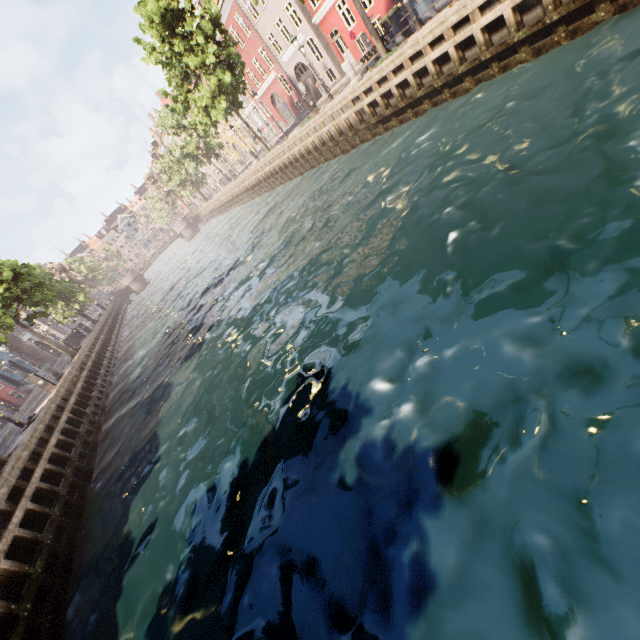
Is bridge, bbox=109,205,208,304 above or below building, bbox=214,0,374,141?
below

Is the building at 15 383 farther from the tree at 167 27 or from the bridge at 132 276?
the bridge at 132 276

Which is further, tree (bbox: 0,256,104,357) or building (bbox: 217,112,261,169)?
building (bbox: 217,112,261,169)

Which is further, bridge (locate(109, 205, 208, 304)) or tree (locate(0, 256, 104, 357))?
bridge (locate(109, 205, 208, 304))

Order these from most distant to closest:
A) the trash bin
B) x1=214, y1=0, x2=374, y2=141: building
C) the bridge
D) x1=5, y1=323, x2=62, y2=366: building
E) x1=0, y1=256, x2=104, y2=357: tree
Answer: the bridge → x1=5, y1=323, x2=62, y2=366: building → x1=214, y1=0, x2=374, y2=141: building → x1=0, y1=256, x2=104, y2=357: tree → the trash bin

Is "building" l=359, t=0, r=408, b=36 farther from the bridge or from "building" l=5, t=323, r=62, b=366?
"building" l=5, t=323, r=62, b=366

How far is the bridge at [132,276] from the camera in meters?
52.9 m

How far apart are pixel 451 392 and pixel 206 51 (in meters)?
26.12
